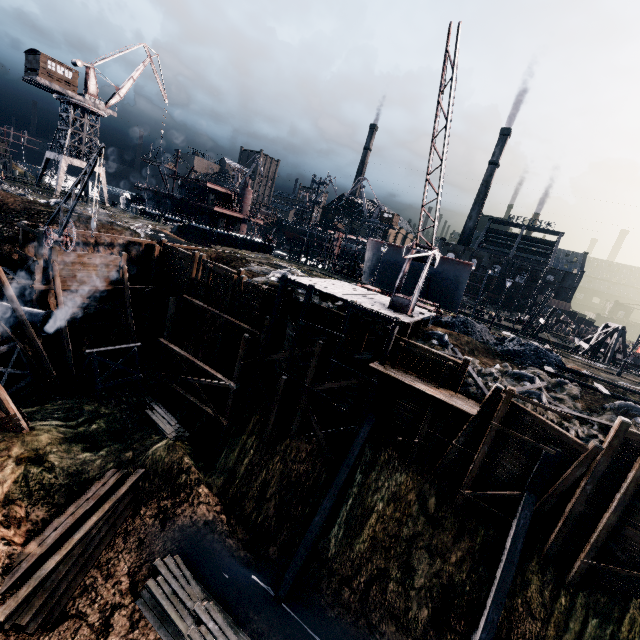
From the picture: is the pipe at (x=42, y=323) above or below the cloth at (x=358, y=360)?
below

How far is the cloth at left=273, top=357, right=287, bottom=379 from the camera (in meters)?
22.45

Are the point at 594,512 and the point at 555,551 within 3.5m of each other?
yes

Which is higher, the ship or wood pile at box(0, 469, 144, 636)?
the ship

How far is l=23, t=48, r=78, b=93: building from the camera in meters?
42.2 m

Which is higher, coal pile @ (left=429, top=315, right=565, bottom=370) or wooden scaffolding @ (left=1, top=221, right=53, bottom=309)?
coal pile @ (left=429, top=315, right=565, bottom=370)

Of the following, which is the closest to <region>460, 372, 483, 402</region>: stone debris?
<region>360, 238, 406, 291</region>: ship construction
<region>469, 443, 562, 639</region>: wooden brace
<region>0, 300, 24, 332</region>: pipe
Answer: <region>469, 443, 562, 639</region>: wooden brace

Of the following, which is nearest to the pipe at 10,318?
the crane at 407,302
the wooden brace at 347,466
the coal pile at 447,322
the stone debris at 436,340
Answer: the wooden brace at 347,466
